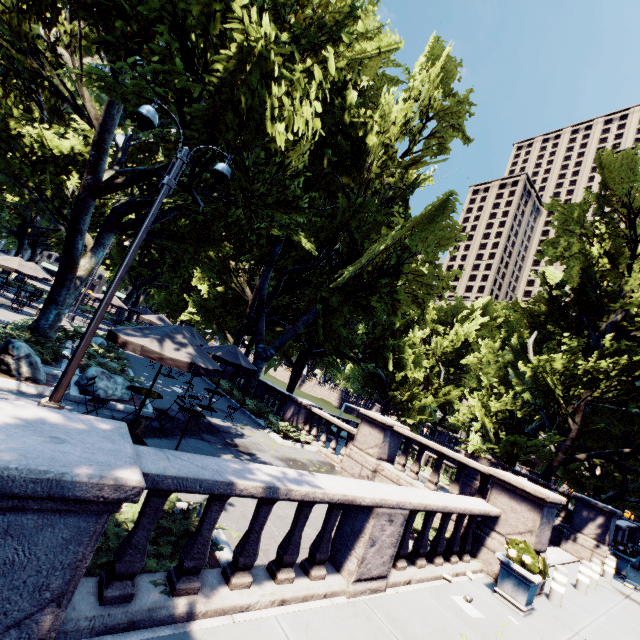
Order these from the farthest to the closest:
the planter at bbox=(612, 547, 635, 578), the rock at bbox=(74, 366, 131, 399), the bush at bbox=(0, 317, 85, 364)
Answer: the planter at bbox=(612, 547, 635, 578) → the bush at bbox=(0, 317, 85, 364) → the rock at bbox=(74, 366, 131, 399)

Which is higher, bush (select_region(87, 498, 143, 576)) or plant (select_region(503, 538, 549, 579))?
plant (select_region(503, 538, 549, 579))

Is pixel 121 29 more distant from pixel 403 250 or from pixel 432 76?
pixel 432 76

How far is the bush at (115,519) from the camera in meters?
3.6 m

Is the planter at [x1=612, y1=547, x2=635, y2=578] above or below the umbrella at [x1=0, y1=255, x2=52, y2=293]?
below

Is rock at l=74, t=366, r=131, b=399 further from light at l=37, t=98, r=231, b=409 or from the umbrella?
the umbrella

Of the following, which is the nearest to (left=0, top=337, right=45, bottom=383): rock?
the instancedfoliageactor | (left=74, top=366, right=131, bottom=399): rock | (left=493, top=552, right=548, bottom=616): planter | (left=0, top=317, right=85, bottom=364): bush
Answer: (left=74, top=366, right=131, bottom=399): rock

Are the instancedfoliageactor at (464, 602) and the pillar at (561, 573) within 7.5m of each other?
yes
